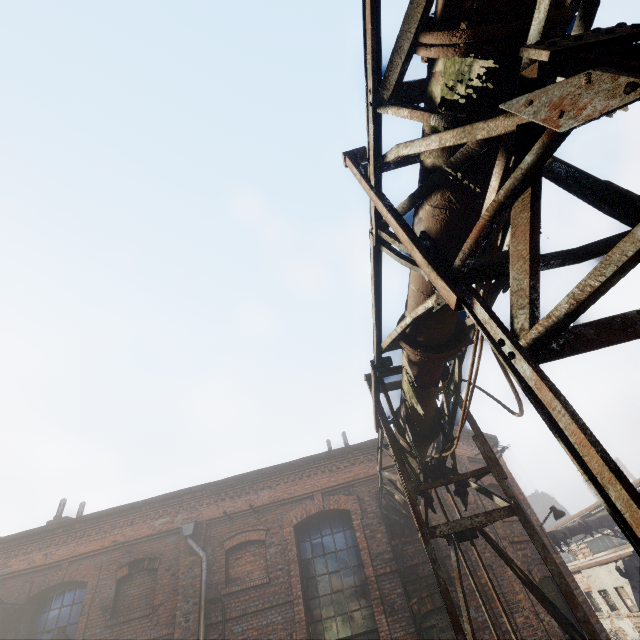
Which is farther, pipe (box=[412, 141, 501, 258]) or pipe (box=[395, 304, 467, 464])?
pipe (box=[395, 304, 467, 464])

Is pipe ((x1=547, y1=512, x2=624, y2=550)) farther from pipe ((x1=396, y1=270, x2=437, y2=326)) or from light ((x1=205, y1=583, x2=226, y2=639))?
light ((x1=205, y1=583, x2=226, y2=639))

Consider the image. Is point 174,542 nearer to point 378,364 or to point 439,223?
point 378,364

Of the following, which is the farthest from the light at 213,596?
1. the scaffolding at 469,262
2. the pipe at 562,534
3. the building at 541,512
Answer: the building at 541,512

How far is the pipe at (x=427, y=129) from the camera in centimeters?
199cm

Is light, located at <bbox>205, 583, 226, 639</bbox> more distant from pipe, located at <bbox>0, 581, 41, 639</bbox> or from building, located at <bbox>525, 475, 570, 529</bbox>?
building, located at <bbox>525, 475, 570, 529</bbox>

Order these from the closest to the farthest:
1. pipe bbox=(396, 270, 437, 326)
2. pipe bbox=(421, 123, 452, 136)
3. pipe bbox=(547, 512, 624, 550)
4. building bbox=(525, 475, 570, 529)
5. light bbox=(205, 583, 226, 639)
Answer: pipe bbox=(421, 123, 452, 136) → pipe bbox=(396, 270, 437, 326) → light bbox=(205, 583, 226, 639) → pipe bbox=(547, 512, 624, 550) → building bbox=(525, 475, 570, 529)

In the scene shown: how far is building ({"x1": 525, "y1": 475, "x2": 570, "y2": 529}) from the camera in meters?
51.9
